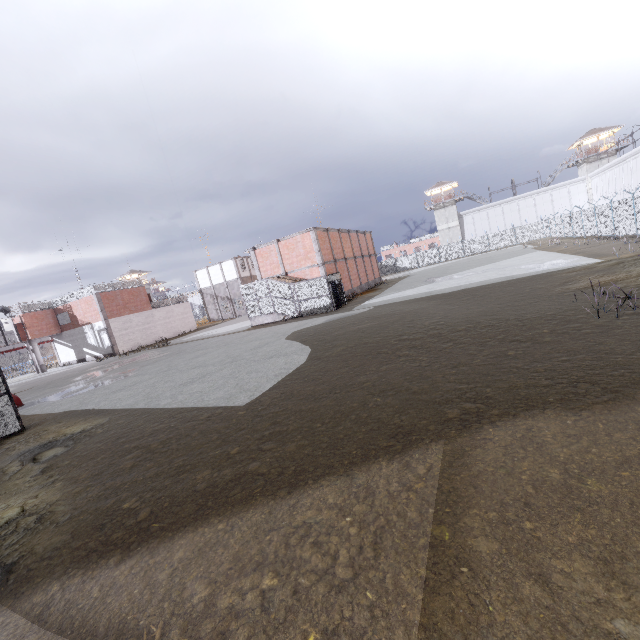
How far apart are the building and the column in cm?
8305

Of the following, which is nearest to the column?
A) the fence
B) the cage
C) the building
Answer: the cage

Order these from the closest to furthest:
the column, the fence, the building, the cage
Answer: the fence, the cage, the column, the building

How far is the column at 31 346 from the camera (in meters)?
37.38

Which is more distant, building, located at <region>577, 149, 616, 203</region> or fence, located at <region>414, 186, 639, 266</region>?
building, located at <region>577, 149, 616, 203</region>

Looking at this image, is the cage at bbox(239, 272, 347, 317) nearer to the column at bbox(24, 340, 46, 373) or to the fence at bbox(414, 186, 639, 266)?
the column at bbox(24, 340, 46, 373)

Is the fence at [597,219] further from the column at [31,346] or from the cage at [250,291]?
the cage at [250,291]

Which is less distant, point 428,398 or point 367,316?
point 428,398
